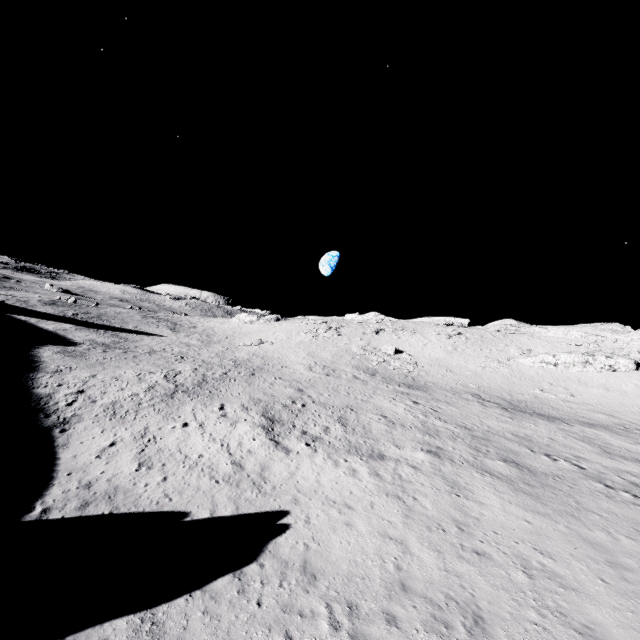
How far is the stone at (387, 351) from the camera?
43.6m

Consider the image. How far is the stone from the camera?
43.6m

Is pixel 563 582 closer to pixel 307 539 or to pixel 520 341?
pixel 307 539
